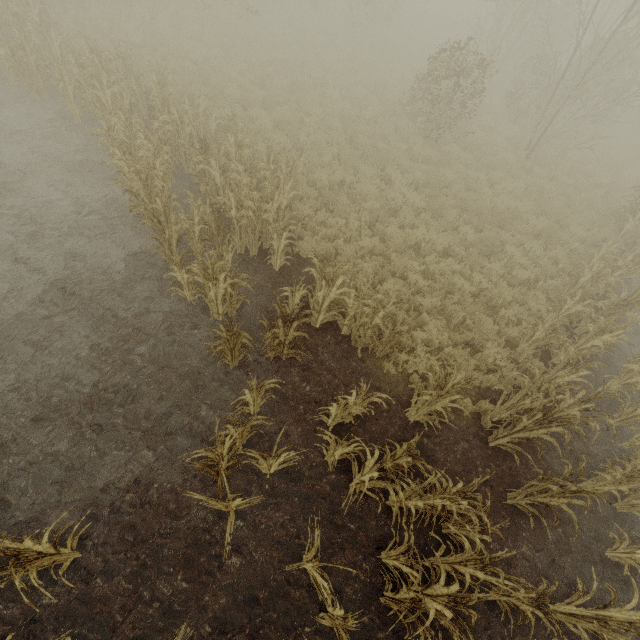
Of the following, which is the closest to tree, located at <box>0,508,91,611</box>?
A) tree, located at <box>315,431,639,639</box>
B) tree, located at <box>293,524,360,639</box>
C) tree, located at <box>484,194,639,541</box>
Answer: tree, located at <box>293,524,360,639</box>

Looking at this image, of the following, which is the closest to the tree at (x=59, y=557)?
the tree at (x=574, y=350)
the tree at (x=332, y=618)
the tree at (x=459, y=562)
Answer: the tree at (x=332, y=618)

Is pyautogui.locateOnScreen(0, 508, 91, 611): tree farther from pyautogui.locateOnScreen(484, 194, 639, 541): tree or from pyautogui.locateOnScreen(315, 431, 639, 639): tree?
pyautogui.locateOnScreen(484, 194, 639, 541): tree

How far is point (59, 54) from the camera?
10.0m

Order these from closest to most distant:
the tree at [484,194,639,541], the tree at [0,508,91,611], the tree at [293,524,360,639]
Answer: the tree at [0,508,91,611] < the tree at [293,524,360,639] < the tree at [484,194,639,541]

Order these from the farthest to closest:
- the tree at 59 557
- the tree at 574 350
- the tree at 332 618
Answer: the tree at 574 350 < the tree at 332 618 < the tree at 59 557

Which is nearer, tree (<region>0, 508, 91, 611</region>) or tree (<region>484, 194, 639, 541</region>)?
tree (<region>0, 508, 91, 611</region>)

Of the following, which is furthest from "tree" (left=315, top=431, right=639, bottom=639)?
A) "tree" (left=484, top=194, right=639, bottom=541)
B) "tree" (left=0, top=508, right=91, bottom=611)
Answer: "tree" (left=0, top=508, right=91, bottom=611)
